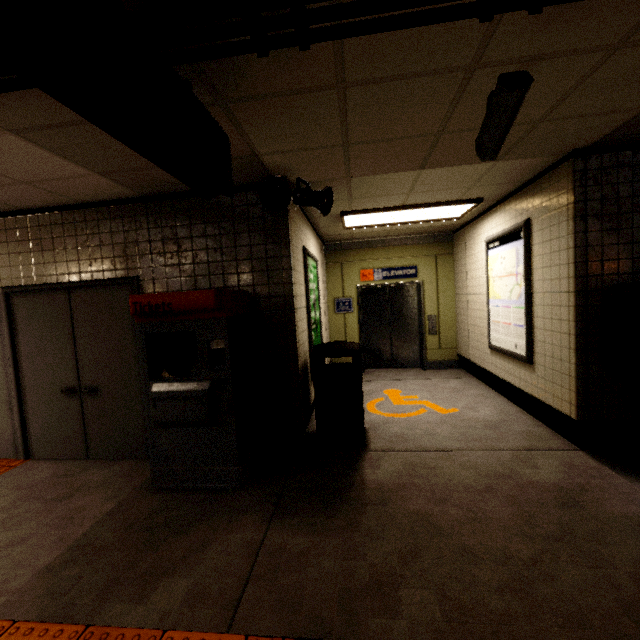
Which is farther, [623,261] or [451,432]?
[451,432]

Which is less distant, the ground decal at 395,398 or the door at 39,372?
the door at 39,372

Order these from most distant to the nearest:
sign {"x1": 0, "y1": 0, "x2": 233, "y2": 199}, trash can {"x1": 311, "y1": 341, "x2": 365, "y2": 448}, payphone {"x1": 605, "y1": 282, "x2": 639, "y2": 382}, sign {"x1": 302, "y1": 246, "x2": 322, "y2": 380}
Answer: sign {"x1": 302, "y1": 246, "x2": 322, "y2": 380}
trash can {"x1": 311, "y1": 341, "x2": 365, "y2": 448}
payphone {"x1": 605, "y1": 282, "x2": 639, "y2": 382}
sign {"x1": 0, "y1": 0, "x2": 233, "y2": 199}

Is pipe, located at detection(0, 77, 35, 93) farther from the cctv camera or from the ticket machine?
the ticket machine

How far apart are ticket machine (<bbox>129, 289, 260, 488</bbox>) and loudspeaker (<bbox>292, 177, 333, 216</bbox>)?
0.86m

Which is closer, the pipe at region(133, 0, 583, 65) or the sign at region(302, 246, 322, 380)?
the pipe at region(133, 0, 583, 65)

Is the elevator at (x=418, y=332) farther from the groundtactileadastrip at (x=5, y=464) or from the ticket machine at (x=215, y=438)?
the groundtactileadastrip at (x=5, y=464)

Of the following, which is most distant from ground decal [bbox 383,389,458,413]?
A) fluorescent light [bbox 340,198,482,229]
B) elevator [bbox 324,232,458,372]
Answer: fluorescent light [bbox 340,198,482,229]
